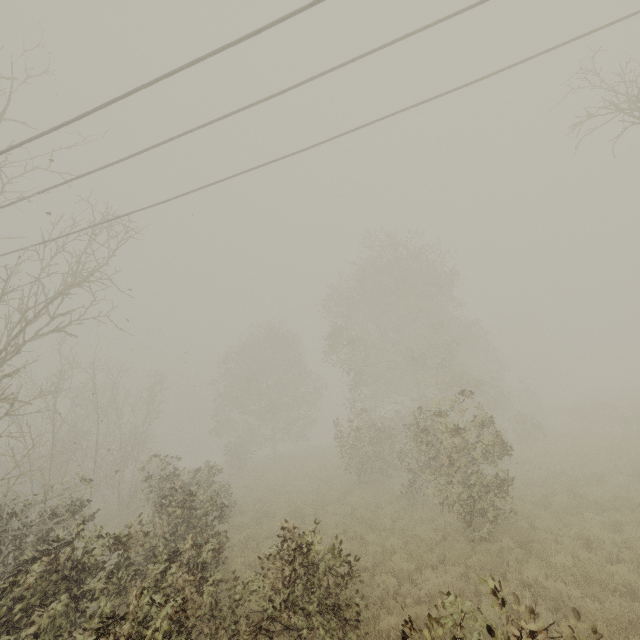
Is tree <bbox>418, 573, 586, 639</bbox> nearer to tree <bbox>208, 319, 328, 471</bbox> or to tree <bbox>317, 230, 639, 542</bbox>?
tree <bbox>208, 319, 328, 471</bbox>

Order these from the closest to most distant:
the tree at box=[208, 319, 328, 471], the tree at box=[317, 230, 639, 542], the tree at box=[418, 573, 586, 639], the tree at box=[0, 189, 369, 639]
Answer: the tree at box=[418, 573, 586, 639] → the tree at box=[0, 189, 369, 639] → the tree at box=[317, 230, 639, 542] → the tree at box=[208, 319, 328, 471]

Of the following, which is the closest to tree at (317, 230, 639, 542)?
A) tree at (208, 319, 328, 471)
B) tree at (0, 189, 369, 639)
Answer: tree at (208, 319, 328, 471)

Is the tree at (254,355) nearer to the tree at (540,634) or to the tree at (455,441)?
the tree at (540,634)

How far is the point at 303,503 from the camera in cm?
1539

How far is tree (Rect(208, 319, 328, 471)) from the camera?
31.9 meters

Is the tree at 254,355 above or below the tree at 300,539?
above
